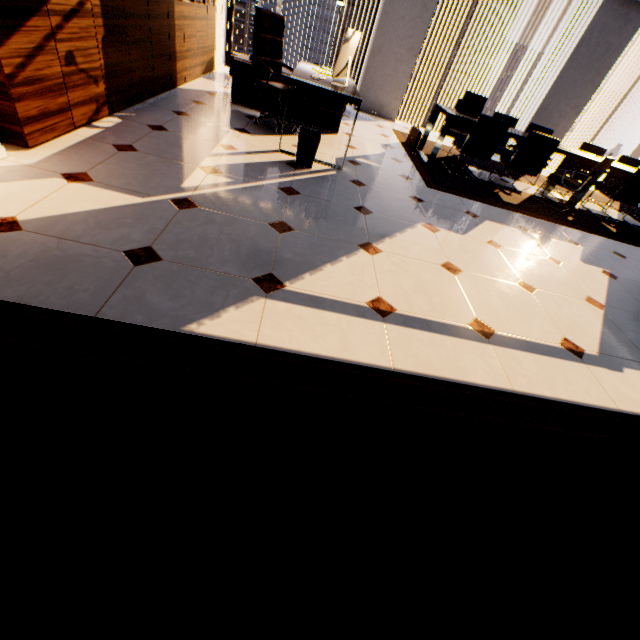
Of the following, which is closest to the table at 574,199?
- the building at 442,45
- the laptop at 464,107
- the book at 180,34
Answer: the laptop at 464,107

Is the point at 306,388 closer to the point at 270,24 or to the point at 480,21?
the point at 270,24

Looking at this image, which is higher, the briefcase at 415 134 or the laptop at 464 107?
the laptop at 464 107

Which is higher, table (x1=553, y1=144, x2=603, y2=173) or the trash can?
table (x1=553, y1=144, x2=603, y2=173)

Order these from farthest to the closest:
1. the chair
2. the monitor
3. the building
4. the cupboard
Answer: the building < the chair < the monitor < the cupboard

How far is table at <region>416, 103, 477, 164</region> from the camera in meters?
4.9

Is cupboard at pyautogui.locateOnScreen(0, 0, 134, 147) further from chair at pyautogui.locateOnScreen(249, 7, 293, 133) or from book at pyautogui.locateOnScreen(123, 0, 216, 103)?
chair at pyautogui.locateOnScreen(249, 7, 293, 133)

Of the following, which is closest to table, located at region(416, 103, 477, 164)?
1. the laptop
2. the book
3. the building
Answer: the laptop
